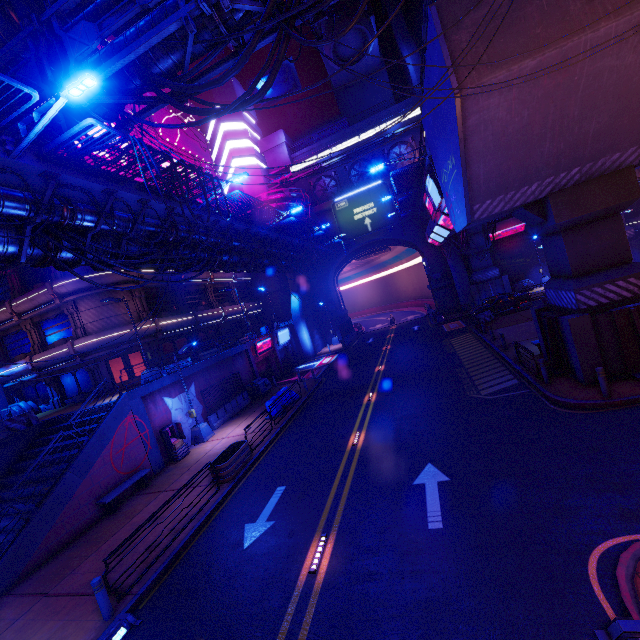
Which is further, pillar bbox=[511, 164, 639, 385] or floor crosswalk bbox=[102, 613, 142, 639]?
pillar bbox=[511, 164, 639, 385]

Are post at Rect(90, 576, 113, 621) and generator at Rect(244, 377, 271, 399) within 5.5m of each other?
no

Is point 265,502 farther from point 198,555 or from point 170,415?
point 170,415

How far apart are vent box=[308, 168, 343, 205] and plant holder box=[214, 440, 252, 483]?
37.2m

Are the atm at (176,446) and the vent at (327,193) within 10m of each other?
no

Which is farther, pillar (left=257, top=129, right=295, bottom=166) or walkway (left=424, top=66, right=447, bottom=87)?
pillar (left=257, top=129, right=295, bottom=166)

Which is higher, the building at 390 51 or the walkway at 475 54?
the building at 390 51

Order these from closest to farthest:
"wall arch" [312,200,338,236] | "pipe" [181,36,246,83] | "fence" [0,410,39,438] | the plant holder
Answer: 1. "pipe" [181,36,246,83]
2. the plant holder
3. "fence" [0,410,39,438]
4. "wall arch" [312,200,338,236]
